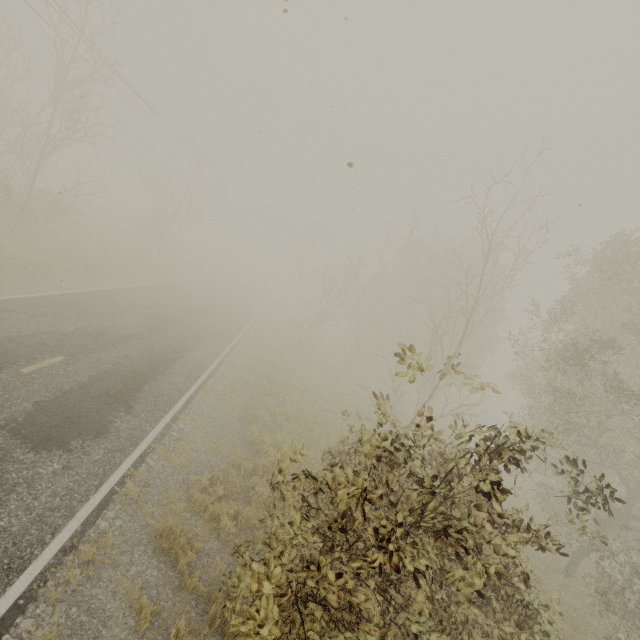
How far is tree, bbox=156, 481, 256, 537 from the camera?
7.1 meters

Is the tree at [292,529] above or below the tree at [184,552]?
above

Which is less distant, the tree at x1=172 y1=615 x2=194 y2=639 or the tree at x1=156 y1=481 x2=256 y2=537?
the tree at x1=172 y1=615 x2=194 y2=639

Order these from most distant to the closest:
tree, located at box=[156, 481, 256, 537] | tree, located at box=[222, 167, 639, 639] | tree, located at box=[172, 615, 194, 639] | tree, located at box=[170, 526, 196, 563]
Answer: tree, located at box=[156, 481, 256, 537]
tree, located at box=[170, 526, 196, 563]
tree, located at box=[172, 615, 194, 639]
tree, located at box=[222, 167, 639, 639]

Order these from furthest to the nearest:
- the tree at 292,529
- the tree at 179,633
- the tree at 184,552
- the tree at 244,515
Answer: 1. the tree at 244,515
2. the tree at 184,552
3. the tree at 179,633
4. the tree at 292,529

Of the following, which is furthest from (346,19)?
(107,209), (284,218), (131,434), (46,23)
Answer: (107,209)
